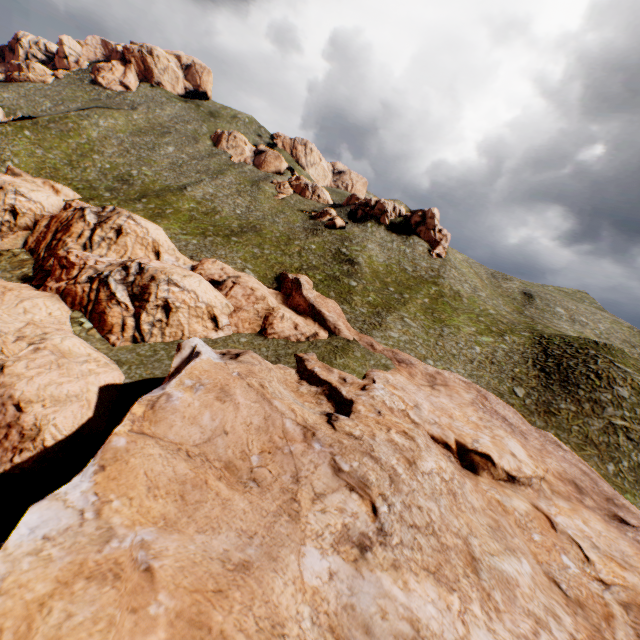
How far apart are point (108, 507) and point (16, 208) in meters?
50.6 m
